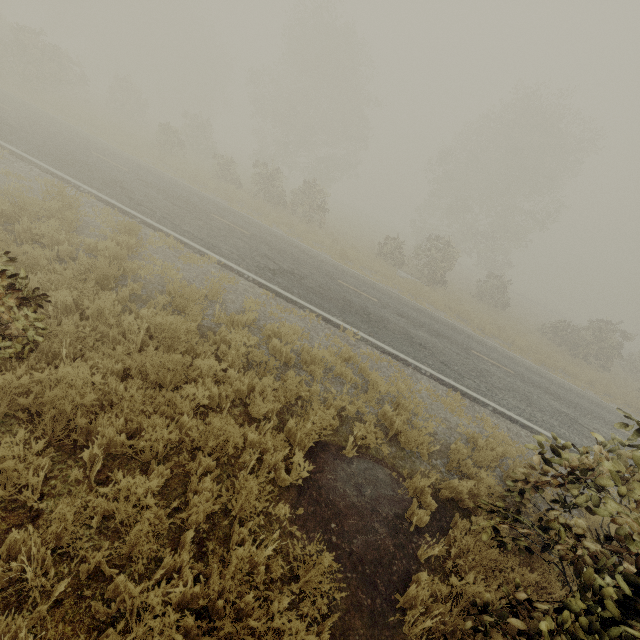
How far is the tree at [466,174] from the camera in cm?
2386

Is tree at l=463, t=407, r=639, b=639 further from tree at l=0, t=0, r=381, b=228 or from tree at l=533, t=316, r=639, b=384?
tree at l=533, t=316, r=639, b=384

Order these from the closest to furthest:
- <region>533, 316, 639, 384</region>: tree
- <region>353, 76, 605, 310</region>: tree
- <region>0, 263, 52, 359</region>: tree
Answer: <region>0, 263, 52, 359</region>: tree
<region>533, 316, 639, 384</region>: tree
<region>353, 76, 605, 310</region>: tree

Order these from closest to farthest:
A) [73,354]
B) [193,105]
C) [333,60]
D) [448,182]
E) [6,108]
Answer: [73,354]
[6,108]
[333,60]
[448,182]
[193,105]

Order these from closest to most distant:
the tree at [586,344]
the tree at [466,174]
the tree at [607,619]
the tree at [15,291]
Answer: the tree at [607,619] → the tree at [15,291] → the tree at [586,344] → the tree at [466,174]

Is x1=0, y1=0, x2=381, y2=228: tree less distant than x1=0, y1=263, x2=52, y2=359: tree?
No

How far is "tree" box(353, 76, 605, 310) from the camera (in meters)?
23.86

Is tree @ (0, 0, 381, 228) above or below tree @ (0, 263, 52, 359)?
above
